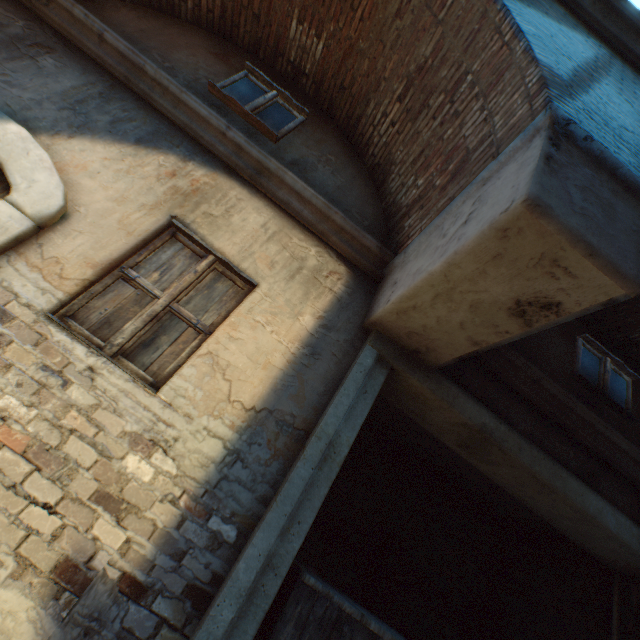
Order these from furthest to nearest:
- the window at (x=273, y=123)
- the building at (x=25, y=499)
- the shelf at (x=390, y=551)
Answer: the shelf at (x=390, y=551) → the window at (x=273, y=123) → the building at (x=25, y=499)

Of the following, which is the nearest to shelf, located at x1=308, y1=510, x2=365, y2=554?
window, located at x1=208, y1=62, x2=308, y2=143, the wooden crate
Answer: the wooden crate

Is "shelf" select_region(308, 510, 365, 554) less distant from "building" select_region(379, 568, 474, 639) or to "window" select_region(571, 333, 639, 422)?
"building" select_region(379, 568, 474, 639)

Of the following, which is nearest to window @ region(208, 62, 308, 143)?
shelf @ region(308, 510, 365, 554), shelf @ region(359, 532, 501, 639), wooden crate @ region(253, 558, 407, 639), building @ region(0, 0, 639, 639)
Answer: building @ region(0, 0, 639, 639)

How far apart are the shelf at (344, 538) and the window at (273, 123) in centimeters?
486cm

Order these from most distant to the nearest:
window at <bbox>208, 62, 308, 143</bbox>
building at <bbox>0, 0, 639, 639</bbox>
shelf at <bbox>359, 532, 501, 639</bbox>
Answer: shelf at <bbox>359, 532, 501, 639</bbox>, window at <bbox>208, 62, 308, 143</bbox>, building at <bbox>0, 0, 639, 639</bbox>

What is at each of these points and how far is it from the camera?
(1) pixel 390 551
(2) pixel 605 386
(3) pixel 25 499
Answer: (1) shelf, 4.7 meters
(2) window, 4.2 meters
(3) building, 2.0 meters

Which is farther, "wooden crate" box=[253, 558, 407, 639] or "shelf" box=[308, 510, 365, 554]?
"shelf" box=[308, 510, 365, 554]
